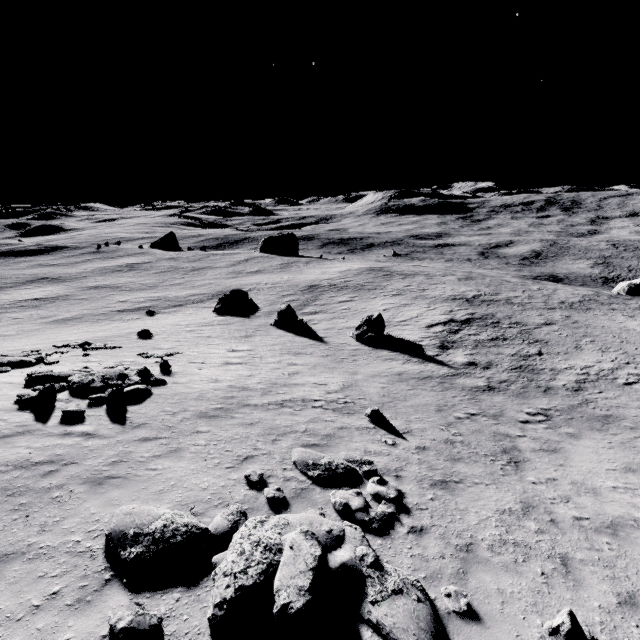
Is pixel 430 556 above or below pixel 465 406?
above

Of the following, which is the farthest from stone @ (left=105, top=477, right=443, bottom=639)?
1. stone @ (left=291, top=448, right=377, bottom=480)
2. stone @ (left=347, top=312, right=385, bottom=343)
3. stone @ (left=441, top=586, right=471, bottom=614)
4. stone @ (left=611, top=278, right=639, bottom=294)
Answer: stone @ (left=611, top=278, right=639, bottom=294)

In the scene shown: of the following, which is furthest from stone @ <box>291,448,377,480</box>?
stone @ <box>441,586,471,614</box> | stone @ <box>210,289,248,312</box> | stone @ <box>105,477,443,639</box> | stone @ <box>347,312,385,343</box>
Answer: stone @ <box>210,289,248,312</box>

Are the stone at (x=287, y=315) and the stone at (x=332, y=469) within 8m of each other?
no

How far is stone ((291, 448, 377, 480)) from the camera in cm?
921

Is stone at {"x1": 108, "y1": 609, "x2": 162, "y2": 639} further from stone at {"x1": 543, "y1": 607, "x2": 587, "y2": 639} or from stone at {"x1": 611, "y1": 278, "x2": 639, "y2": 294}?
stone at {"x1": 611, "y1": 278, "x2": 639, "y2": 294}

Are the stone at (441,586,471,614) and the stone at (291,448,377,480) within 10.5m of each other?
yes

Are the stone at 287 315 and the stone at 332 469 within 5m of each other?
no
